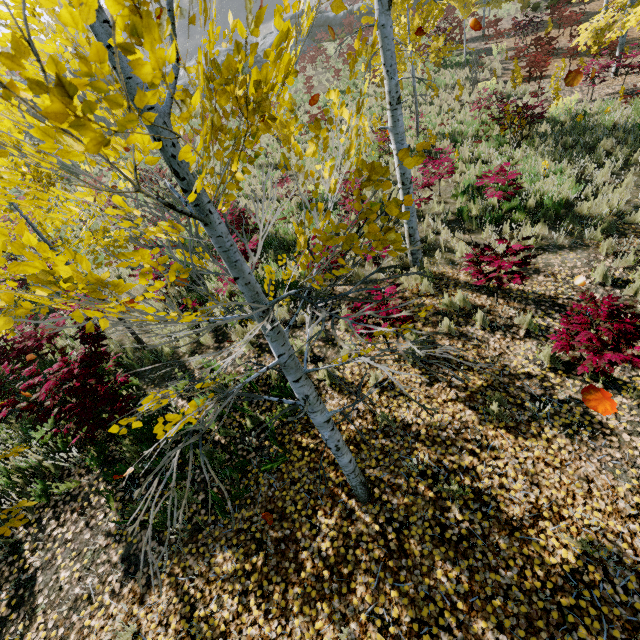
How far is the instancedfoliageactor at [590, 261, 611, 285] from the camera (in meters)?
5.33

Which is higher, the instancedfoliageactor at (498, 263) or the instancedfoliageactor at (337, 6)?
the instancedfoliageactor at (337, 6)

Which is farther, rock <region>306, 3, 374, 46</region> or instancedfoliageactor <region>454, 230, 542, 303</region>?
rock <region>306, 3, 374, 46</region>

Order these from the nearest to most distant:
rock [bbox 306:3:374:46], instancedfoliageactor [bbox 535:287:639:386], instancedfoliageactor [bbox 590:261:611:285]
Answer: instancedfoliageactor [bbox 535:287:639:386] < instancedfoliageactor [bbox 590:261:611:285] < rock [bbox 306:3:374:46]

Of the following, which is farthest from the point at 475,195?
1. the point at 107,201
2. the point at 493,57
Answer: the point at 493,57

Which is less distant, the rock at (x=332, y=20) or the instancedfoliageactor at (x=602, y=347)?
the instancedfoliageactor at (x=602, y=347)

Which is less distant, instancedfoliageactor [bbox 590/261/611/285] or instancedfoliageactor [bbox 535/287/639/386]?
instancedfoliageactor [bbox 535/287/639/386]
